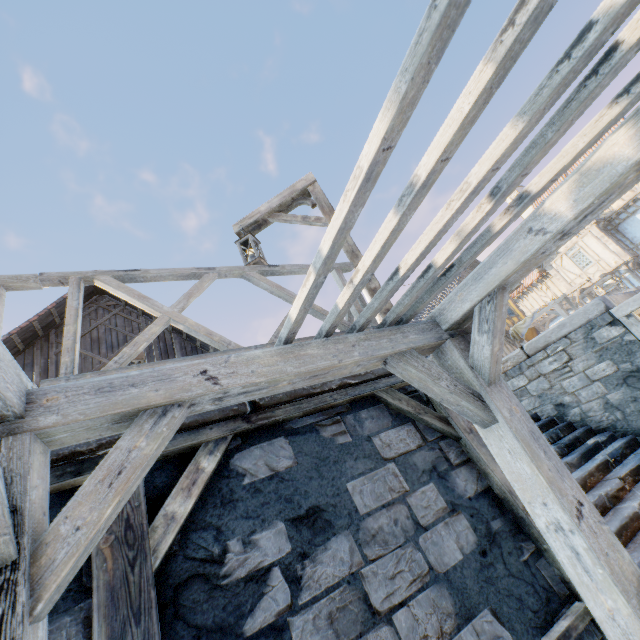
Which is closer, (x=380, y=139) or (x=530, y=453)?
(x=380, y=139)

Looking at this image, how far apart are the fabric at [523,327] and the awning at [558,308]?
0.0 meters

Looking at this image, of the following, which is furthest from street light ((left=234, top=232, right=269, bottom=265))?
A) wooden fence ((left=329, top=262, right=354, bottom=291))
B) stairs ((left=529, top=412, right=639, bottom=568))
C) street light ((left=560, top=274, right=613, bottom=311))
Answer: street light ((left=560, top=274, right=613, bottom=311))

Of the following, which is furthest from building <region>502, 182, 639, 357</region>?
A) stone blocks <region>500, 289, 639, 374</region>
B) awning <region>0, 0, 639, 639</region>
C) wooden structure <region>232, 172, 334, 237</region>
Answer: awning <region>0, 0, 639, 639</region>

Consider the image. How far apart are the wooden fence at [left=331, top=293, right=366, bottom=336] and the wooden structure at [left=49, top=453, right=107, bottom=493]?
0.3m

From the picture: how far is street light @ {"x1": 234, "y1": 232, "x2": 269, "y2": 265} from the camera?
4.50m

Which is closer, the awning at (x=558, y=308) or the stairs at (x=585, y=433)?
the stairs at (x=585, y=433)

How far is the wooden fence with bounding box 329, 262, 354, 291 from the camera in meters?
3.7 m
